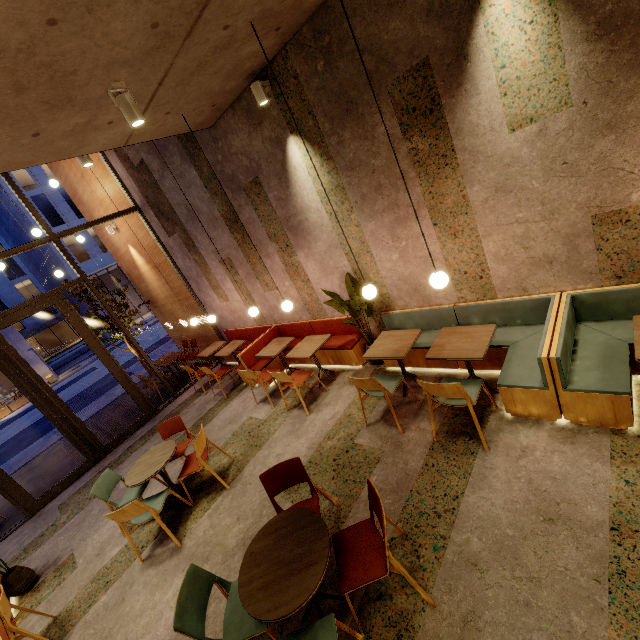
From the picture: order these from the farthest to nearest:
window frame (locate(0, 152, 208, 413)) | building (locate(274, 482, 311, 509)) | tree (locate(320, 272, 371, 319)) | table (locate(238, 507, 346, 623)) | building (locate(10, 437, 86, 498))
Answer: building (locate(10, 437, 86, 498)) < window frame (locate(0, 152, 208, 413)) < tree (locate(320, 272, 371, 319)) < building (locate(274, 482, 311, 509)) < table (locate(238, 507, 346, 623))

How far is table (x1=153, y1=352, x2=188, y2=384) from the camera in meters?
9.0

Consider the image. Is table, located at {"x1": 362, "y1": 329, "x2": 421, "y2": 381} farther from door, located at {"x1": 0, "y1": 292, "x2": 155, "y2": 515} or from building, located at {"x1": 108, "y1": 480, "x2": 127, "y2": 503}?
door, located at {"x1": 0, "y1": 292, "x2": 155, "y2": 515}

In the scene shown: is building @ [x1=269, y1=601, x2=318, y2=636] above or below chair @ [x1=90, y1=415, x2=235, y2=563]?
below

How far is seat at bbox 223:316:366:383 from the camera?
5.8m

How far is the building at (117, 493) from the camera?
5.5 meters

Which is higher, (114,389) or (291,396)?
(291,396)

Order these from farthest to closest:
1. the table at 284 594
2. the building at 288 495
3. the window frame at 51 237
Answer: the window frame at 51 237 < the building at 288 495 < the table at 284 594
